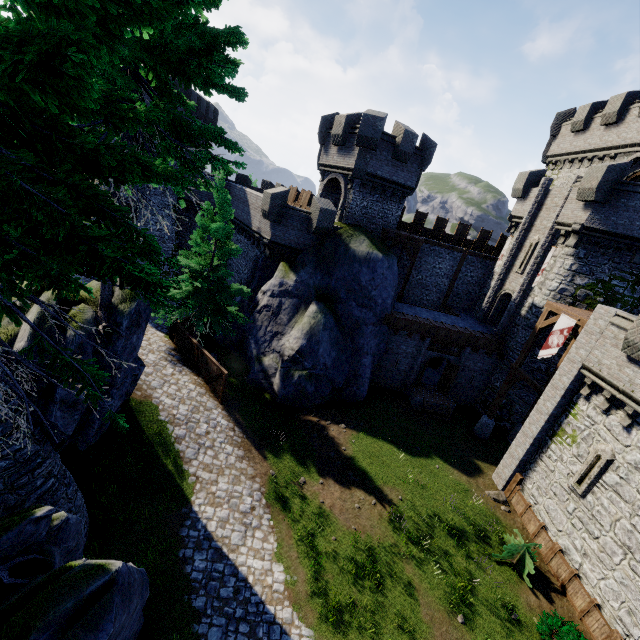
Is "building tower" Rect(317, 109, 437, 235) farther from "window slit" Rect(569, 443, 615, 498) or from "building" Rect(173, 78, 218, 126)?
"window slit" Rect(569, 443, 615, 498)

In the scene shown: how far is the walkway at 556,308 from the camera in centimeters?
1683cm

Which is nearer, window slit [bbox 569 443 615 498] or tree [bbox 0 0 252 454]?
tree [bbox 0 0 252 454]

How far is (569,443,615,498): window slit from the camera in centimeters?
1291cm

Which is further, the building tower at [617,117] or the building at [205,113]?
the building at [205,113]

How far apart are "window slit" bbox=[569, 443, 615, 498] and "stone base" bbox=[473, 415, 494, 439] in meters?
6.8

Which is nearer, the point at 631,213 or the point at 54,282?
the point at 54,282

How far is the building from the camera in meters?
26.4 m
